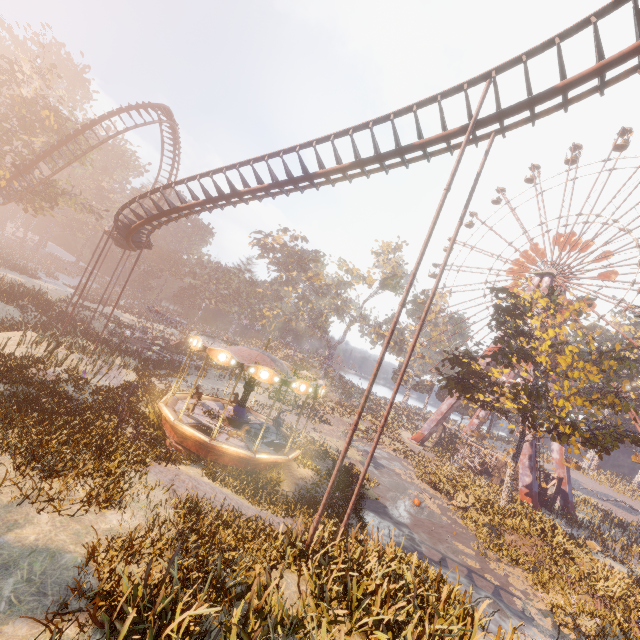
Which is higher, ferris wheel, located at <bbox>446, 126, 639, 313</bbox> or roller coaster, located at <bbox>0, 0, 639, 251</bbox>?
ferris wheel, located at <bbox>446, 126, 639, 313</bbox>

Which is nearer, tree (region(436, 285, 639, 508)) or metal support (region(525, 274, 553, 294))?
tree (region(436, 285, 639, 508))

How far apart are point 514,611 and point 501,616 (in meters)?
1.34

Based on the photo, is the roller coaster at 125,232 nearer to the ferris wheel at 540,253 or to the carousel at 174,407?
the carousel at 174,407

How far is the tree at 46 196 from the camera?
31.66m

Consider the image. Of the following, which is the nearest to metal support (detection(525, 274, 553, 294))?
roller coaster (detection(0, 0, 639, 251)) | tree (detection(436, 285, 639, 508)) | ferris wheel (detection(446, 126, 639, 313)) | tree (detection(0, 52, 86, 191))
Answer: ferris wheel (detection(446, 126, 639, 313))

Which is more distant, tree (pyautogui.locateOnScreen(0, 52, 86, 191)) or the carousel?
tree (pyautogui.locateOnScreen(0, 52, 86, 191))

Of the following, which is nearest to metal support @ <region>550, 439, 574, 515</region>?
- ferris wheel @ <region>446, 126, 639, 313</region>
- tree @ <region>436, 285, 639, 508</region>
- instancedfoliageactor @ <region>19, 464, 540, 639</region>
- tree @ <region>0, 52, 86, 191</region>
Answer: ferris wheel @ <region>446, 126, 639, 313</region>
